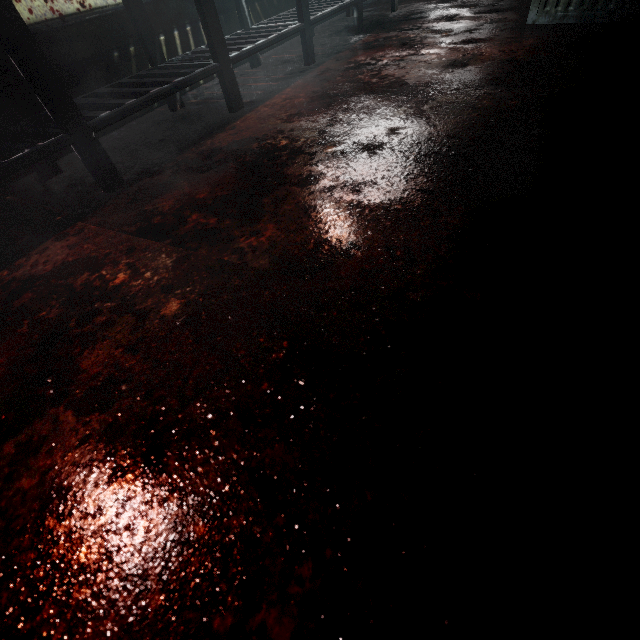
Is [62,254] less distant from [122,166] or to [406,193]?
[122,166]

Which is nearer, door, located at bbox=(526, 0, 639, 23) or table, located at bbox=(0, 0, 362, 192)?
table, located at bbox=(0, 0, 362, 192)

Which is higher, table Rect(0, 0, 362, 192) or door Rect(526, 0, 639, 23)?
table Rect(0, 0, 362, 192)

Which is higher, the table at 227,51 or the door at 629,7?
the table at 227,51

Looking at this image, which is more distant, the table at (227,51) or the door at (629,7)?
the door at (629,7)
